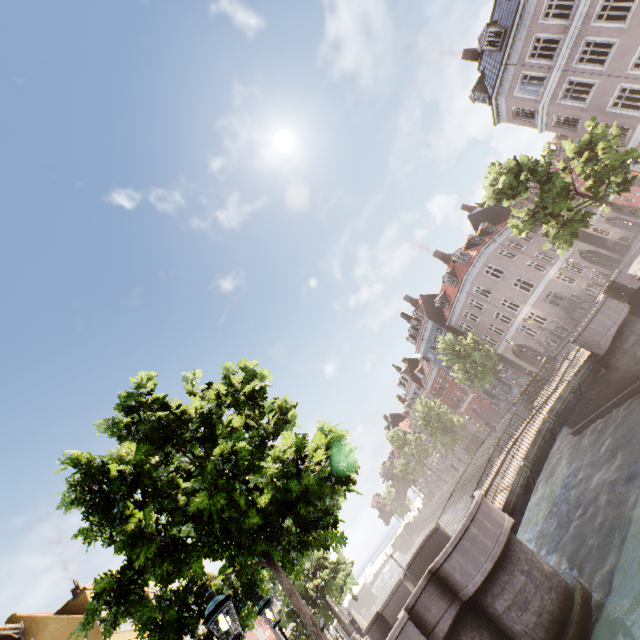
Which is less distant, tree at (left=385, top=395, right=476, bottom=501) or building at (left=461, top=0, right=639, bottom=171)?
building at (left=461, top=0, right=639, bottom=171)

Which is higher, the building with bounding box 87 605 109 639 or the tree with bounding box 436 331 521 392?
the building with bounding box 87 605 109 639

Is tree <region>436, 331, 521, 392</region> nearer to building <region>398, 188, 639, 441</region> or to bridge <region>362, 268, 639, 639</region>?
bridge <region>362, 268, 639, 639</region>

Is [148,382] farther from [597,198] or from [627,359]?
[597,198]

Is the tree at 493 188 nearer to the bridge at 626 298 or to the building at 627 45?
the bridge at 626 298

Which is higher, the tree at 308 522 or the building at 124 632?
the building at 124 632

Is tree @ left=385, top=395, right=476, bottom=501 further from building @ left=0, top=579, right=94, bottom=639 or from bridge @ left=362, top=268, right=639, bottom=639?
building @ left=0, top=579, right=94, bottom=639

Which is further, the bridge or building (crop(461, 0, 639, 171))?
building (crop(461, 0, 639, 171))
